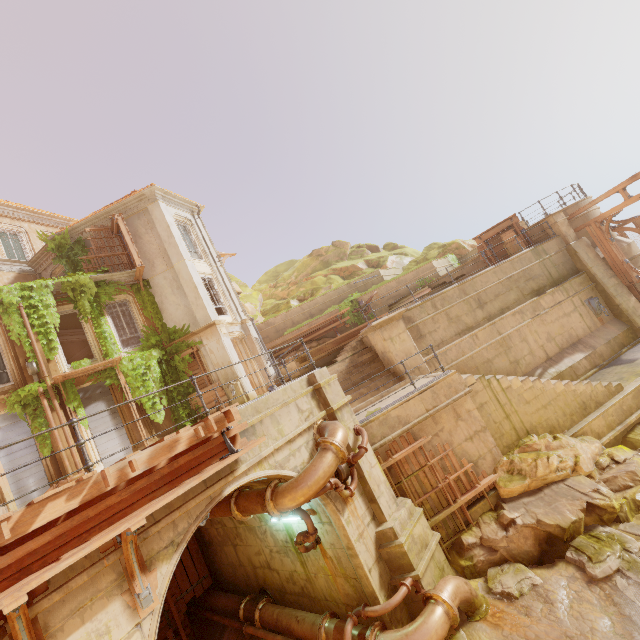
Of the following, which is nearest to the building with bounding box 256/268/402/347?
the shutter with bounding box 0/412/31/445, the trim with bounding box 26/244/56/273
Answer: the shutter with bounding box 0/412/31/445

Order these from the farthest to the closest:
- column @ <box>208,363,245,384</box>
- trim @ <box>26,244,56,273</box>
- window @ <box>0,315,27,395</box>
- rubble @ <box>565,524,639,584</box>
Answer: trim @ <box>26,244,56,273</box>, column @ <box>208,363,245,384</box>, window @ <box>0,315,27,395</box>, rubble @ <box>565,524,639,584</box>

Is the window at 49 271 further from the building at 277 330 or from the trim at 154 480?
the trim at 154 480

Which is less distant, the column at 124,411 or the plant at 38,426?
the plant at 38,426

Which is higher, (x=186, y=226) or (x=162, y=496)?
(x=186, y=226)

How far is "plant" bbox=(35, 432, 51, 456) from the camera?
12.7 meters

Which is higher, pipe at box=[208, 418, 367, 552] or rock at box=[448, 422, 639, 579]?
pipe at box=[208, 418, 367, 552]
